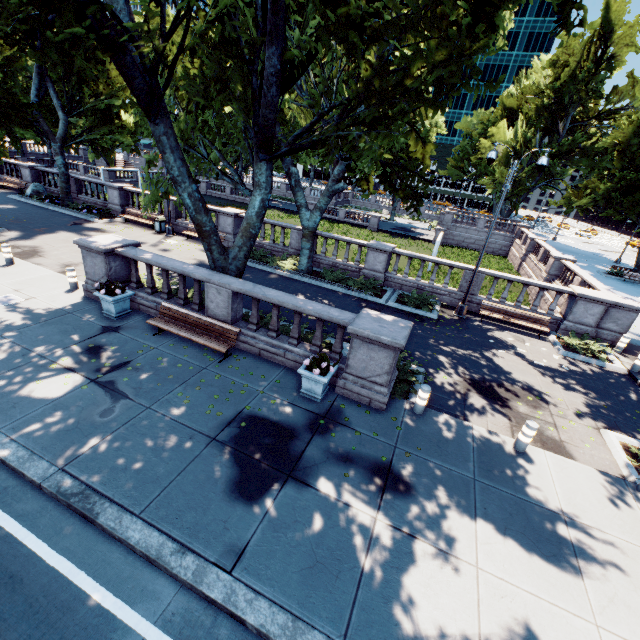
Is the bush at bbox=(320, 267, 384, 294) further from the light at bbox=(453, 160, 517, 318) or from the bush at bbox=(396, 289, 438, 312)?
the light at bbox=(453, 160, 517, 318)

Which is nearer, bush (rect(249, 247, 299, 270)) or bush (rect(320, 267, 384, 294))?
bush (rect(320, 267, 384, 294))

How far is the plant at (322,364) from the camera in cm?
788

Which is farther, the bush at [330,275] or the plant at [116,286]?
the bush at [330,275]

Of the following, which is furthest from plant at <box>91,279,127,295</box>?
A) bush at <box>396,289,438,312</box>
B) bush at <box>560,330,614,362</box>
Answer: bush at <box>560,330,614,362</box>

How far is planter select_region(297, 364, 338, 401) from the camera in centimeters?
802cm

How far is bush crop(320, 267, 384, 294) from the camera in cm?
1664

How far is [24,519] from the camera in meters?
5.1
